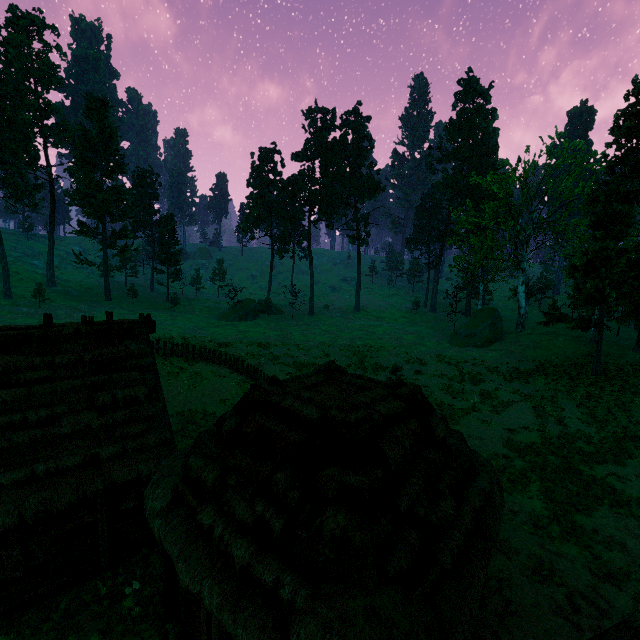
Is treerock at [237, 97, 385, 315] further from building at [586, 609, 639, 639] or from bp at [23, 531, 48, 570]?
bp at [23, 531, 48, 570]

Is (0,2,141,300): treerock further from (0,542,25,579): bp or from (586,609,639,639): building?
(0,542,25,579): bp

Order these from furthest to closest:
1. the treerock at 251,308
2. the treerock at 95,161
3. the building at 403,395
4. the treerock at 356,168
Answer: the treerock at 356,168, the treerock at 251,308, the treerock at 95,161, the building at 403,395

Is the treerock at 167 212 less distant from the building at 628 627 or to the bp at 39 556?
the building at 628 627

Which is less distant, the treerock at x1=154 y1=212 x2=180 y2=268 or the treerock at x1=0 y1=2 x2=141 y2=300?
the treerock at x1=0 y1=2 x2=141 y2=300

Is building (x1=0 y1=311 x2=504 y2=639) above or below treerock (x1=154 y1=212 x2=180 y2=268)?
below

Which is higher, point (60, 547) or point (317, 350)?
point (317, 350)

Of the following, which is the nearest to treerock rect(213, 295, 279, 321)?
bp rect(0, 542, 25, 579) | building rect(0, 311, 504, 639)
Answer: building rect(0, 311, 504, 639)
